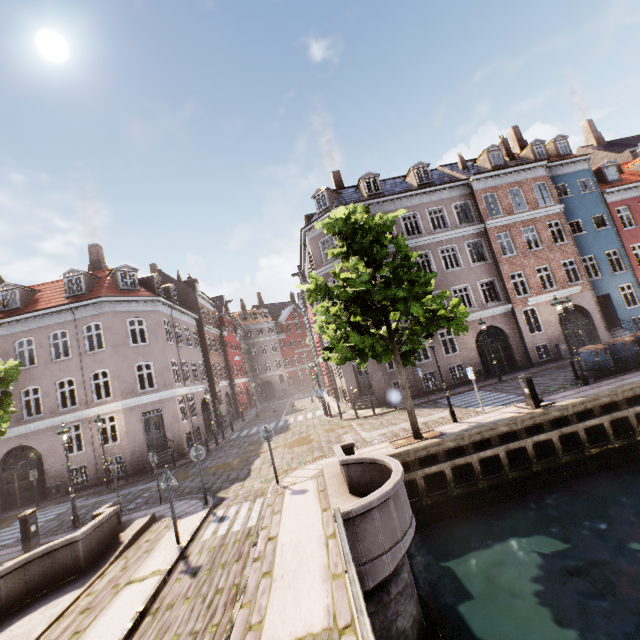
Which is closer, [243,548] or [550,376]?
[243,548]

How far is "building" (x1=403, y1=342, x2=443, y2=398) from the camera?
21.1 meters

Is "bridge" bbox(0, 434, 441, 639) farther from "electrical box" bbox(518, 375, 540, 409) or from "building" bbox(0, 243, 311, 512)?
"building" bbox(0, 243, 311, 512)

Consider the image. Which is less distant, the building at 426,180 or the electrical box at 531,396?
the electrical box at 531,396

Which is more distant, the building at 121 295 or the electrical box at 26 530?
the building at 121 295

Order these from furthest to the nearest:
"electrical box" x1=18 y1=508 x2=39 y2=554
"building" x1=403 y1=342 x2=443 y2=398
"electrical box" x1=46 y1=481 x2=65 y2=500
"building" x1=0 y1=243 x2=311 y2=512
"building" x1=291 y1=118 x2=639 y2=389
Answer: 1. "building" x1=291 y1=118 x2=639 y2=389
2. "building" x1=403 y1=342 x2=443 y2=398
3. "building" x1=0 y1=243 x2=311 y2=512
4. "electrical box" x1=46 y1=481 x2=65 y2=500
5. "electrical box" x1=18 y1=508 x2=39 y2=554

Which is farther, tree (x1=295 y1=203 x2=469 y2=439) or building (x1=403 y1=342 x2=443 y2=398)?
building (x1=403 y1=342 x2=443 y2=398)

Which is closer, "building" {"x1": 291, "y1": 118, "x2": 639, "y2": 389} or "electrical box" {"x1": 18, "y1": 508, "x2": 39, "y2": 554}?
"electrical box" {"x1": 18, "y1": 508, "x2": 39, "y2": 554}
